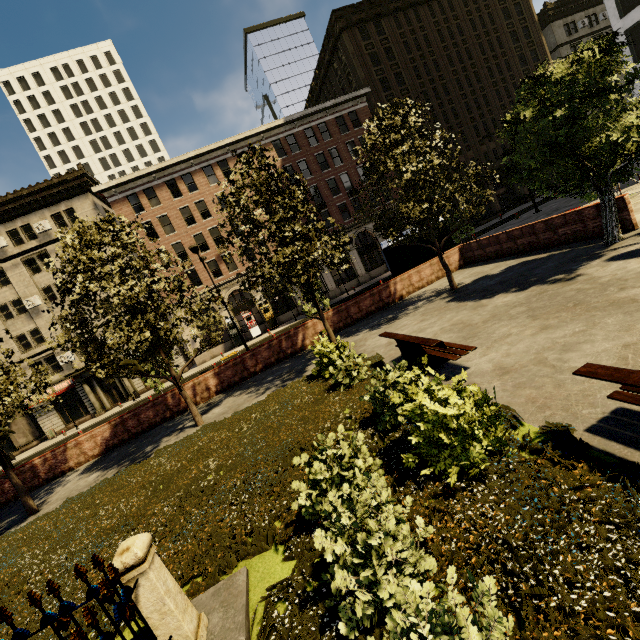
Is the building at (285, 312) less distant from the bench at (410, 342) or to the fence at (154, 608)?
the bench at (410, 342)

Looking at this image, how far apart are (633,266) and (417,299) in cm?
842

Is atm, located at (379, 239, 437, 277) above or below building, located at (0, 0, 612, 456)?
below

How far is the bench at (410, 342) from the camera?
6.6 meters

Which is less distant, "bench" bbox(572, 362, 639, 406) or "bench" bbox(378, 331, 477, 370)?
"bench" bbox(572, 362, 639, 406)

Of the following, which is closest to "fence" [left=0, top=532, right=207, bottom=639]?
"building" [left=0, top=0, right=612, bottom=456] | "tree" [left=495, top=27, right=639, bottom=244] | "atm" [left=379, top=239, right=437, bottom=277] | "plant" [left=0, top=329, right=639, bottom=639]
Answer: "plant" [left=0, top=329, right=639, bottom=639]

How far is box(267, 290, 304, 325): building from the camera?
35.81m

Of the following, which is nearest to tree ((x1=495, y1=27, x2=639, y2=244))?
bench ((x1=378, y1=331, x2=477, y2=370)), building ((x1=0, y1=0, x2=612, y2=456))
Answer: bench ((x1=378, y1=331, x2=477, y2=370))
